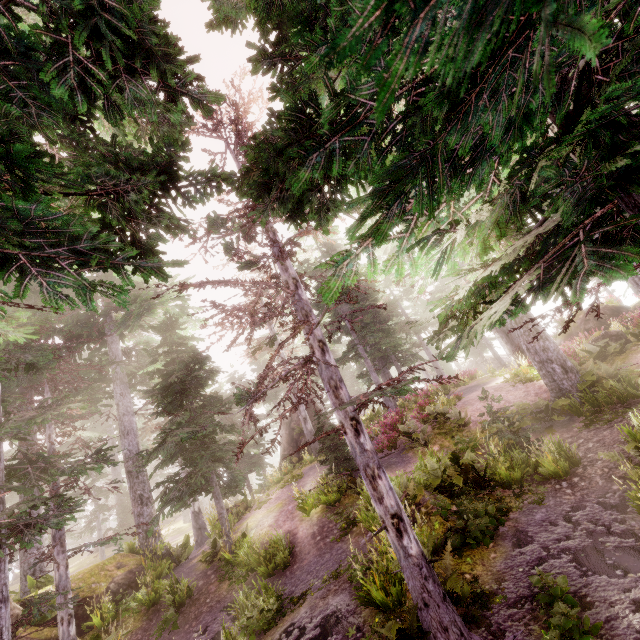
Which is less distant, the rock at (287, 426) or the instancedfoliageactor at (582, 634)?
the instancedfoliageactor at (582, 634)

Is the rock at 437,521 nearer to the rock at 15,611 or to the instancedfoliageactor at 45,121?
the instancedfoliageactor at 45,121

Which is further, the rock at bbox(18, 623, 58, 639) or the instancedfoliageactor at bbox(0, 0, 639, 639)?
the rock at bbox(18, 623, 58, 639)

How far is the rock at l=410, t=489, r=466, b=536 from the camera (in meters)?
7.38

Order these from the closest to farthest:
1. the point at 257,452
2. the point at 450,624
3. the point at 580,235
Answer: the point at 580,235
the point at 450,624
the point at 257,452

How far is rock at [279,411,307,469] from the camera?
24.83m

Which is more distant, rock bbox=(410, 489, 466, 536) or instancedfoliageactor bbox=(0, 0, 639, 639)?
rock bbox=(410, 489, 466, 536)

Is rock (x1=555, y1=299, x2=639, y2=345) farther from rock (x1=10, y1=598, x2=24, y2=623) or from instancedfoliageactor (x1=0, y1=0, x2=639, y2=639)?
rock (x1=10, y1=598, x2=24, y2=623)
